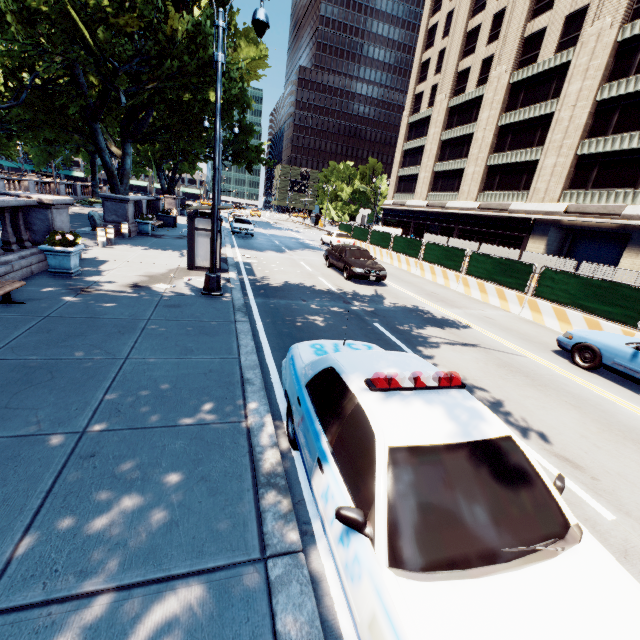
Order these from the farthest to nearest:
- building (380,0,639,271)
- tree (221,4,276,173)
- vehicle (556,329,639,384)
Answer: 1. building (380,0,639,271)
2. tree (221,4,276,173)
3. vehicle (556,329,639,384)

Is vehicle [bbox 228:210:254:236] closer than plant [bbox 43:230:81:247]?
No

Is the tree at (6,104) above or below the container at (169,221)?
above

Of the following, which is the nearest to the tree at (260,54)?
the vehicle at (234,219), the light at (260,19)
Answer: the light at (260,19)

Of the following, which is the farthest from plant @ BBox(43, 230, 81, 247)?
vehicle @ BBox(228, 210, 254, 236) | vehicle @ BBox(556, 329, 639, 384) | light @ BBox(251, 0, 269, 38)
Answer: vehicle @ BBox(228, 210, 254, 236)

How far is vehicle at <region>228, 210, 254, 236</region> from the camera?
26.8m

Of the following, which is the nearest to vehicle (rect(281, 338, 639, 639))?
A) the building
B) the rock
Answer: the rock

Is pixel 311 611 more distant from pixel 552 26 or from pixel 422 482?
pixel 552 26
